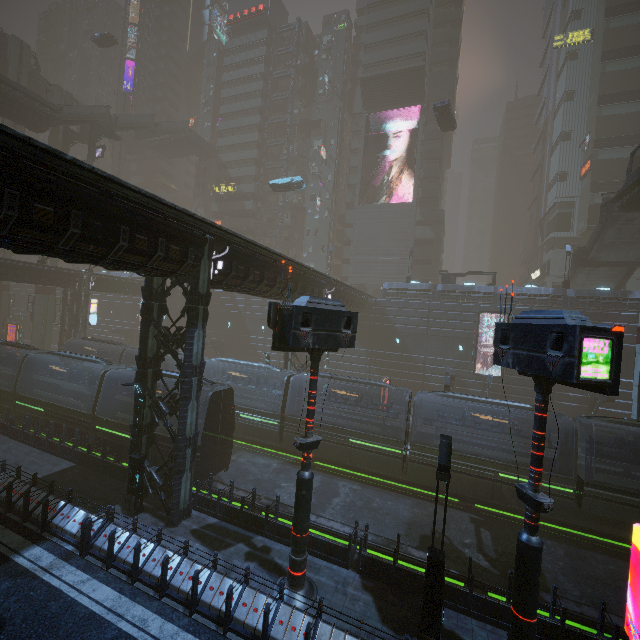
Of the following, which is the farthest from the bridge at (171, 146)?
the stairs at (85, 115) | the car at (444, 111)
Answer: the car at (444, 111)

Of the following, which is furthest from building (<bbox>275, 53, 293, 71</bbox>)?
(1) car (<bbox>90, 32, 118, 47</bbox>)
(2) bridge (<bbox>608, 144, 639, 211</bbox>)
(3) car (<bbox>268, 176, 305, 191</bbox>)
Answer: (2) bridge (<bbox>608, 144, 639, 211</bbox>)

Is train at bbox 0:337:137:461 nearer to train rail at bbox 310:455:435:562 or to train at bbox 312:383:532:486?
train rail at bbox 310:455:435:562

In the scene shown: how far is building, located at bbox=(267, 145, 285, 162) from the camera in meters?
57.3

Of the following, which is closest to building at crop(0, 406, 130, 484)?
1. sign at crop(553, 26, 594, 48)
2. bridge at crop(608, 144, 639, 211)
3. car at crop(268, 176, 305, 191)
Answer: sign at crop(553, 26, 594, 48)

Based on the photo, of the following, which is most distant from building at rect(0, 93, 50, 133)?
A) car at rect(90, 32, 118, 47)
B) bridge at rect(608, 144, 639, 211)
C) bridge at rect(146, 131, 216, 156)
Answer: bridge at rect(608, 144, 639, 211)

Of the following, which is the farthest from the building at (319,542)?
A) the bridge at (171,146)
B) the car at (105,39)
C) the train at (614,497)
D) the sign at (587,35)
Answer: the car at (105,39)

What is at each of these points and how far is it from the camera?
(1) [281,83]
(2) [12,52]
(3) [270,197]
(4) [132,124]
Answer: (1) building, 57.94m
(2) sm, 45.03m
(3) building, 58.06m
(4) stairs, 45.41m
